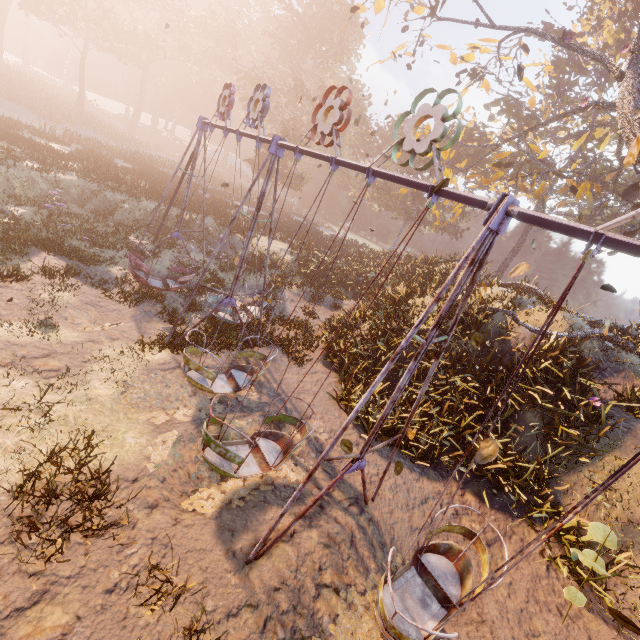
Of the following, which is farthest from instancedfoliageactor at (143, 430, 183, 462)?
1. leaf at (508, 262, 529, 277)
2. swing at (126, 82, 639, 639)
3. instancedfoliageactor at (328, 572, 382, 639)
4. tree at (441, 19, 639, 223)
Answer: tree at (441, 19, 639, 223)

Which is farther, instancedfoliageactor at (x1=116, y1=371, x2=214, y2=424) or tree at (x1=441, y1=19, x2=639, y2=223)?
tree at (x1=441, y1=19, x2=639, y2=223)

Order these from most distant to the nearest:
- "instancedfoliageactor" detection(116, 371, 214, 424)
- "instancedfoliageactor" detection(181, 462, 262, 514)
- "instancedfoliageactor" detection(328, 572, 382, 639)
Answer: "instancedfoliageactor" detection(116, 371, 214, 424), "instancedfoliageactor" detection(181, 462, 262, 514), "instancedfoliageactor" detection(328, 572, 382, 639)

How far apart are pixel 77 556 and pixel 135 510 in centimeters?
85cm

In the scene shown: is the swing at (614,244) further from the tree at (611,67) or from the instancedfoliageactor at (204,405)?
the tree at (611,67)

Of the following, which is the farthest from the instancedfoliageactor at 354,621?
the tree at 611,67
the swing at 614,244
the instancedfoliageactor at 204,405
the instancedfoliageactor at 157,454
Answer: the tree at 611,67

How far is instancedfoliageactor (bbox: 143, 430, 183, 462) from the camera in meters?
6.1

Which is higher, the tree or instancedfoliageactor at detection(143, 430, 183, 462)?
the tree
